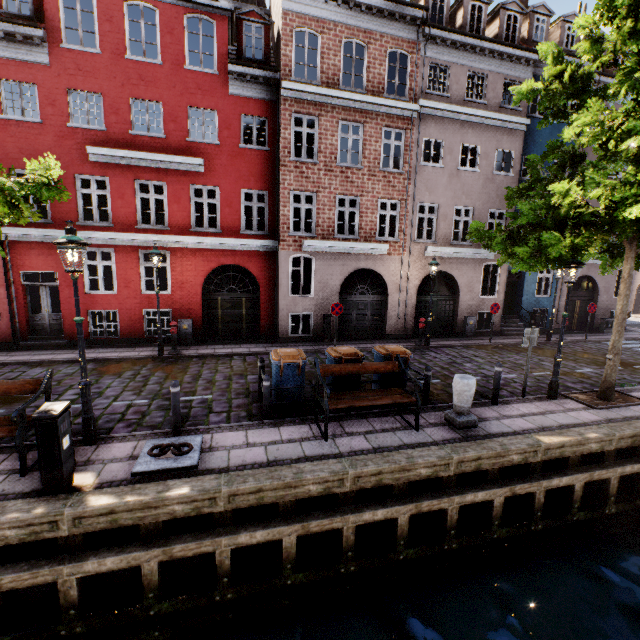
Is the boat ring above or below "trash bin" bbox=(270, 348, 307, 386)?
below

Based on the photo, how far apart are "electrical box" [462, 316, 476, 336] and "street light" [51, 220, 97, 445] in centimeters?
1579cm

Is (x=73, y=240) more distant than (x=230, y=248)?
No

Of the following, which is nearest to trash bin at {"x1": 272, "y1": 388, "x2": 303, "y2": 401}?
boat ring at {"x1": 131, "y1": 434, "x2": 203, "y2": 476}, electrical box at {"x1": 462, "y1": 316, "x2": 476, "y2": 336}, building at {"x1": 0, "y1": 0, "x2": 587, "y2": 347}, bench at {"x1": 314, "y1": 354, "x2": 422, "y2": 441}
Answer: bench at {"x1": 314, "y1": 354, "x2": 422, "y2": 441}

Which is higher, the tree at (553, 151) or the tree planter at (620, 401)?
the tree at (553, 151)

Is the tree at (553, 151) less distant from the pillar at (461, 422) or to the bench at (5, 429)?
the bench at (5, 429)

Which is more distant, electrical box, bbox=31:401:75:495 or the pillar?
the pillar

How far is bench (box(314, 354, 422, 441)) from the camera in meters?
6.4 m
